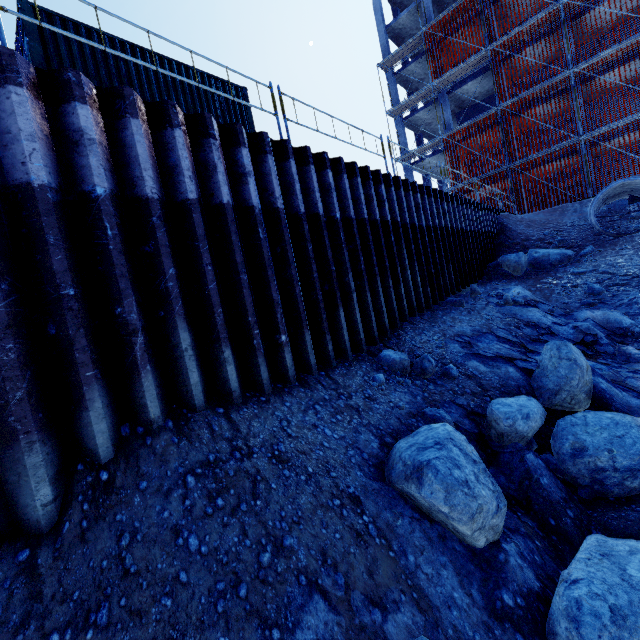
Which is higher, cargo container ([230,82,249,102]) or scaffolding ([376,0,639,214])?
scaffolding ([376,0,639,214])

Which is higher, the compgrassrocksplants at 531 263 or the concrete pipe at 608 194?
the concrete pipe at 608 194

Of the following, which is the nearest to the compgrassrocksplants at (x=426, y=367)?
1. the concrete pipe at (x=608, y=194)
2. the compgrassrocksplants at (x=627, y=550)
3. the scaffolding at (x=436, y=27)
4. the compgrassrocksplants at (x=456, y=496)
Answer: the compgrassrocksplants at (x=456, y=496)

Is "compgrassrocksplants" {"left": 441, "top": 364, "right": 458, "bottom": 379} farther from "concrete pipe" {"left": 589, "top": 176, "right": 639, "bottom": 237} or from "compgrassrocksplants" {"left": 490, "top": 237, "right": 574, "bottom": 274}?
"concrete pipe" {"left": 589, "top": 176, "right": 639, "bottom": 237}

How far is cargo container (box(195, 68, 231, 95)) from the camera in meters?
10.2 m

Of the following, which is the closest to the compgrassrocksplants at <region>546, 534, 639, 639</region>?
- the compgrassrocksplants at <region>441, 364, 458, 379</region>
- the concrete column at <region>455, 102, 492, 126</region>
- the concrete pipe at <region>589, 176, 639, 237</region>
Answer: the compgrassrocksplants at <region>441, 364, 458, 379</region>

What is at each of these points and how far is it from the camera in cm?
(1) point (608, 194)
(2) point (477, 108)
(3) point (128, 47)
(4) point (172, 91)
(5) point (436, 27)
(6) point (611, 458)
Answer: (1) concrete pipe, 1317
(2) concrete column, 2800
(3) cargo container, 877
(4) cargo container, 952
(5) scaffolding, 2431
(6) compgrassrocksplants, 410

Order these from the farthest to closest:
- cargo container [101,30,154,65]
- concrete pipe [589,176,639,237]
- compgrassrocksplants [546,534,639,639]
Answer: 1. concrete pipe [589,176,639,237]
2. cargo container [101,30,154,65]
3. compgrassrocksplants [546,534,639,639]
